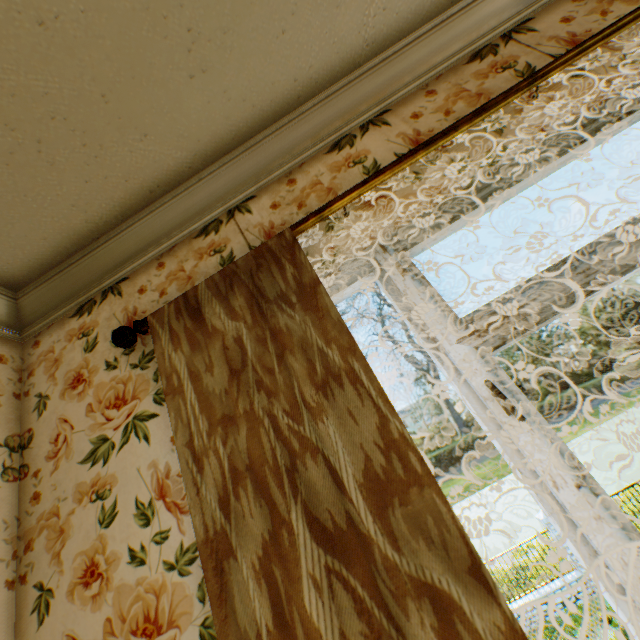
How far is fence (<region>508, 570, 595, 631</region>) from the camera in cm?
1048

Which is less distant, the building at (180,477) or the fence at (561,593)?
the building at (180,477)

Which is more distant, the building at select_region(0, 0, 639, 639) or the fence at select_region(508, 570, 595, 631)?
the fence at select_region(508, 570, 595, 631)

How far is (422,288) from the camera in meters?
1.3

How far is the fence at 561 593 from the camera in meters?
10.5

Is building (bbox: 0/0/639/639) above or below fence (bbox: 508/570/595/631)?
above
